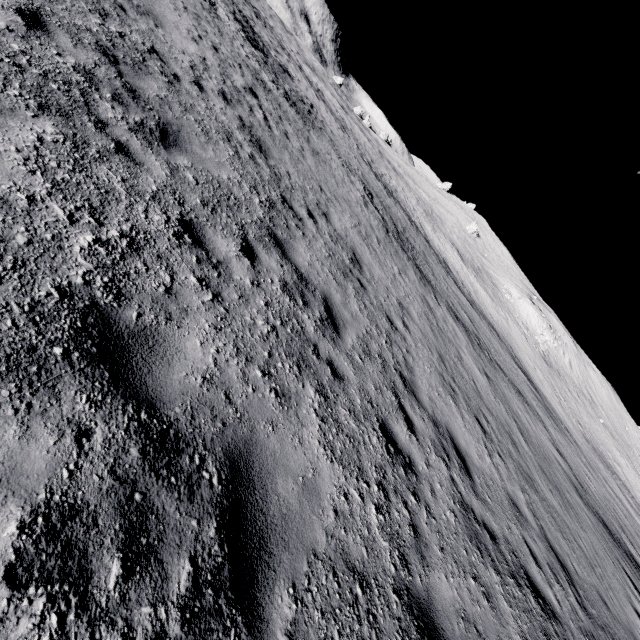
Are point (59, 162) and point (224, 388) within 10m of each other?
yes
